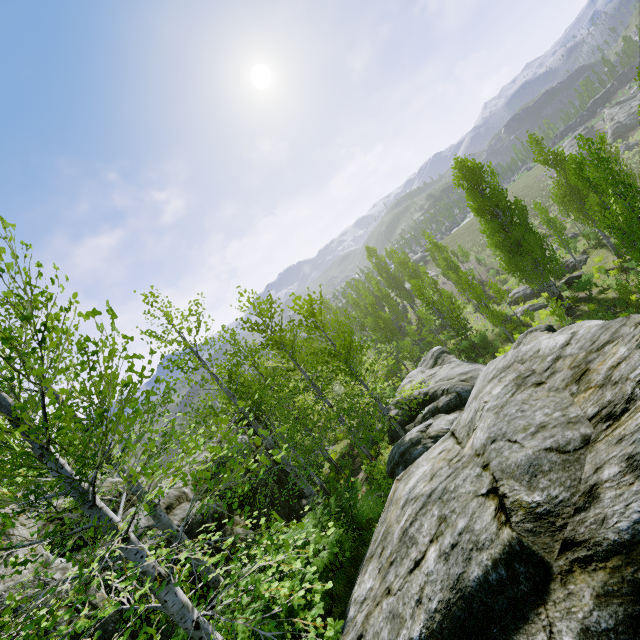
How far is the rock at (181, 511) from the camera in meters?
9.9

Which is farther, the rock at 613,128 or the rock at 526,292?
the rock at 613,128

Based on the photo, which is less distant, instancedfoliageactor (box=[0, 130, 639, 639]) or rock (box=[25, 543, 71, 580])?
instancedfoliageactor (box=[0, 130, 639, 639])

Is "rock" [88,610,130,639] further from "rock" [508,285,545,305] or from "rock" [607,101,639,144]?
"rock" [607,101,639,144]

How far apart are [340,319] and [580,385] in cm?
4992

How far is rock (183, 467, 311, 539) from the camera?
10.0 meters

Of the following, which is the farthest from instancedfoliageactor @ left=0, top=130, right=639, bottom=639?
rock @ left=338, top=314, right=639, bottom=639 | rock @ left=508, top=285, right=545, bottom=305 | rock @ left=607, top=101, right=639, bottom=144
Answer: rock @ left=607, top=101, right=639, bottom=144
